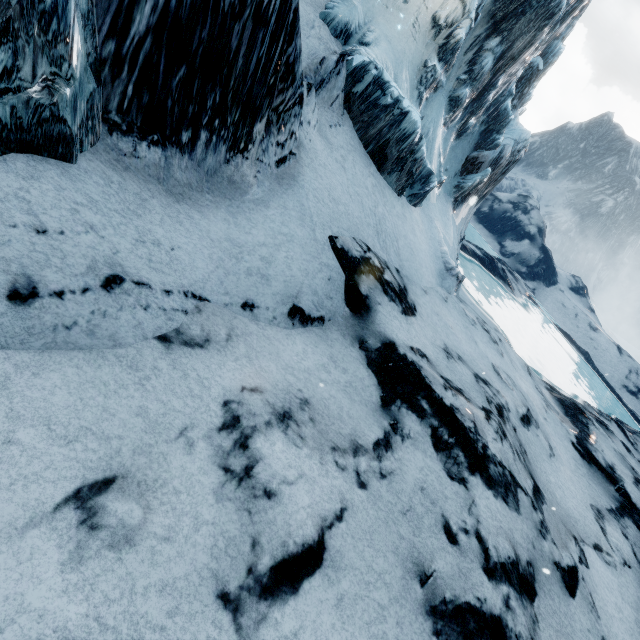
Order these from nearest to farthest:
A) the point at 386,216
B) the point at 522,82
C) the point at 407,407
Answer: the point at 407,407 < the point at 386,216 < the point at 522,82
